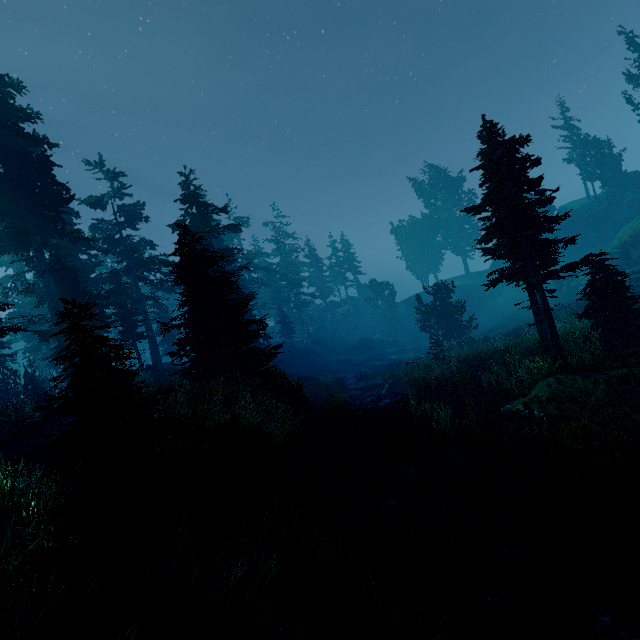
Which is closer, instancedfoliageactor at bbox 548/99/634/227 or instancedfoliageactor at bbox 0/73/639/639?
instancedfoliageactor at bbox 0/73/639/639

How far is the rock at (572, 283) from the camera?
33.71m

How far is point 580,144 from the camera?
40.53m

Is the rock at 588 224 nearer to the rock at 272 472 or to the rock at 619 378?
the rock at 619 378

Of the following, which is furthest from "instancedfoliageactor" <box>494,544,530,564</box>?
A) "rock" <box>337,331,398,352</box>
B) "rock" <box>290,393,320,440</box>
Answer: "rock" <box>337,331,398,352</box>

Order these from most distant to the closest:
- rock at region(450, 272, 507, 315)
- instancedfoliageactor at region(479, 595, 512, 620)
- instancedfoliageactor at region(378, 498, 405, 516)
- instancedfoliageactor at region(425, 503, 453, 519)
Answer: rock at region(450, 272, 507, 315)
instancedfoliageactor at region(378, 498, 405, 516)
instancedfoliageactor at region(425, 503, 453, 519)
instancedfoliageactor at region(479, 595, 512, 620)
